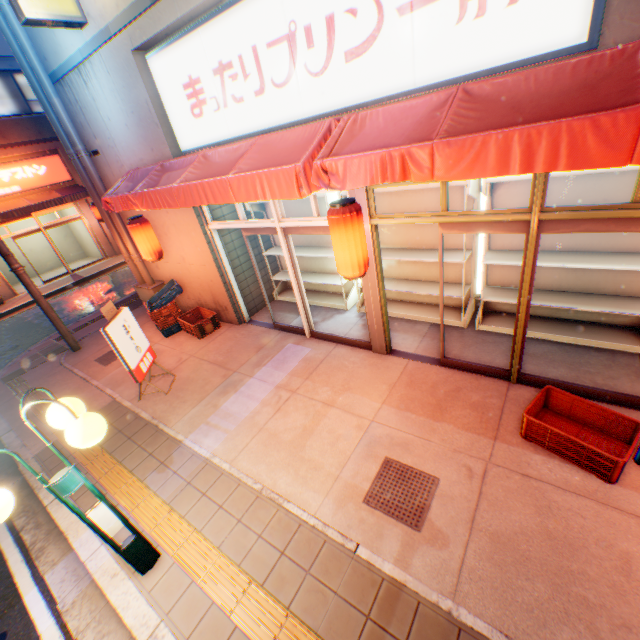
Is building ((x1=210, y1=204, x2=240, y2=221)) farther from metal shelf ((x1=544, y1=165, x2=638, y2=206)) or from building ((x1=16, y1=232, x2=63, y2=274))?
building ((x1=16, y1=232, x2=63, y2=274))

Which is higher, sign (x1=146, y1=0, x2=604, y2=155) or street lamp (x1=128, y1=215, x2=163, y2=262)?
sign (x1=146, y1=0, x2=604, y2=155)

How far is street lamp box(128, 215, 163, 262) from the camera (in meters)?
6.81

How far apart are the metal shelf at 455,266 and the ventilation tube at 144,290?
5.4m

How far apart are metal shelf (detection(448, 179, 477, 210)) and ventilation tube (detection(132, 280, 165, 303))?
5.4m

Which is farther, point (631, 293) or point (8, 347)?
point (8, 347)

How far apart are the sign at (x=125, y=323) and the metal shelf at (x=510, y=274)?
5.9m

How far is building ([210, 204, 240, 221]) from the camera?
6.9m
